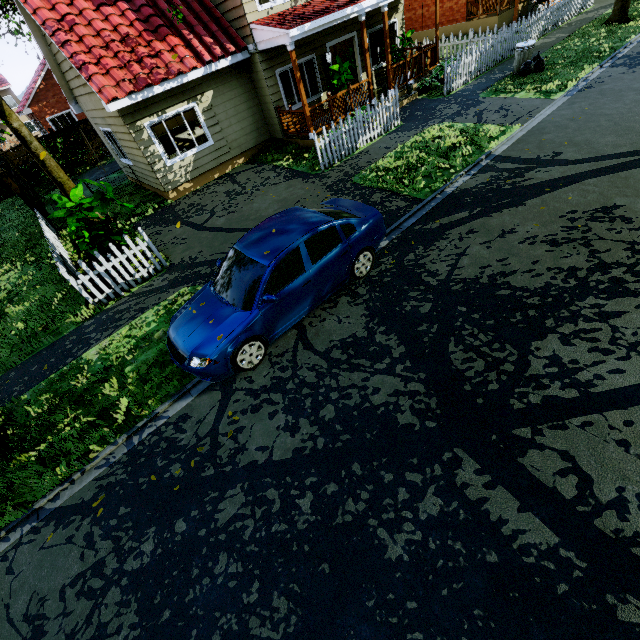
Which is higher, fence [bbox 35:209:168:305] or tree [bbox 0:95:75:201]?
tree [bbox 0:95:75:201]

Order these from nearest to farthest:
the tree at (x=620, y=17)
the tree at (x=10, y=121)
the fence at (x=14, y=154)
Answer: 1. the tree at (x=10, y=121)
2. the tree at (x=620, y=17)
3. the fence at (x=14, y=154)

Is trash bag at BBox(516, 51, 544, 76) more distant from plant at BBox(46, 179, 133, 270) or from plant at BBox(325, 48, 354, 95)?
plant at BBox(46, 179, 133, 270)

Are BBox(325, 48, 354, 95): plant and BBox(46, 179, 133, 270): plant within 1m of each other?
no

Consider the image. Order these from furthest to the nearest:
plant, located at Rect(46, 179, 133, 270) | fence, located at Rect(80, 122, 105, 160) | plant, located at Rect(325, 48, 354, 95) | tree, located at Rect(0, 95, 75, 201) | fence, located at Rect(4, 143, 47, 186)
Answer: fence, located at Rect(80, 122, 105, 160) → fence, located at Rect(4, 143, 47, 186) → plant, located at Rect(325, 48, 354, 95) → tree, located at Rect(0, 95, 75, 201) → plant, located at Rect(46, 179, 133, 270)

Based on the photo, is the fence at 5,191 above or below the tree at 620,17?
above

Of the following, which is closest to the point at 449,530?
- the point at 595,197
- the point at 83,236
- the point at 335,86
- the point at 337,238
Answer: the point at 337,238

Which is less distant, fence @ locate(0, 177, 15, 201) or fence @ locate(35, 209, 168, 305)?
fence @ locate(35, 209, 168, 305)
